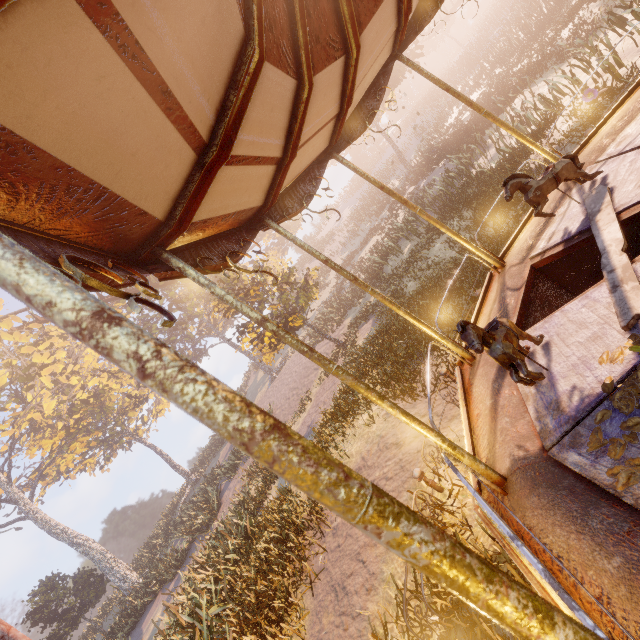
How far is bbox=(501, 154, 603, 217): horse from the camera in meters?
4.3 m

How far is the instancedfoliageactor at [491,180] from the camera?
11.71m

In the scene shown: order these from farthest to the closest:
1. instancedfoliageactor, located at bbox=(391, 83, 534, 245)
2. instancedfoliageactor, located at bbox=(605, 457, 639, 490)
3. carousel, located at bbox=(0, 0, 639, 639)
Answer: instancedfoliageactor, located at bbox=(391, 83, 534, 245) → instancedfoliageactor, located at bbox=(605, 457, 639, 490) → carousel, located at bbox=(0, 0, 639, 639)

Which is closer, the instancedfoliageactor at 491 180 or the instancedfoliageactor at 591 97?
the instancedfoliageactor at 591 97

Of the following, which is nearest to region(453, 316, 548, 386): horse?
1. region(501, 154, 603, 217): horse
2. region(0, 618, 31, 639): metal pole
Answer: region(501, 154, 603, 217): horse

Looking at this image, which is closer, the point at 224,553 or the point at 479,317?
the point at 479,317

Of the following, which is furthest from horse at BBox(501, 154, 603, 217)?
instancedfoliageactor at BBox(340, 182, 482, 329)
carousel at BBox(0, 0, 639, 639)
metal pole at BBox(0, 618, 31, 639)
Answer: instancedfoliageactor at BBox(340, 182, 482, 329)

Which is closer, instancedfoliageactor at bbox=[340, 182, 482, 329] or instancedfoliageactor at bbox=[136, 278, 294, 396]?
instancedfoliageactor at bbox=[340, 182, 482, 329]
